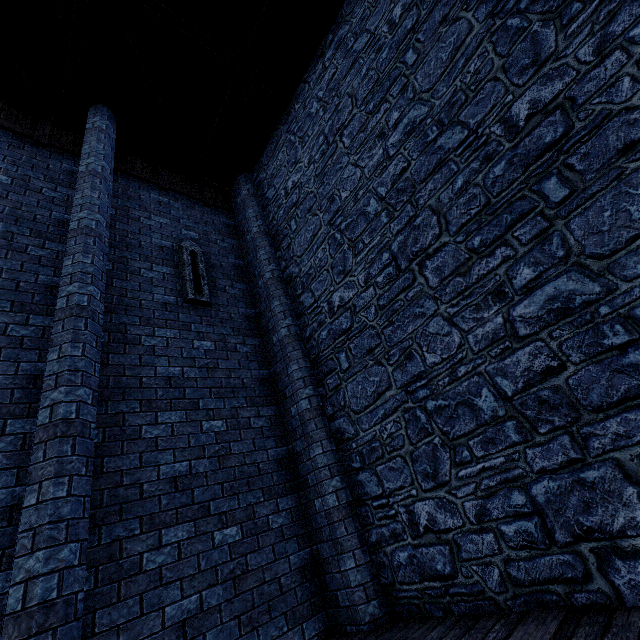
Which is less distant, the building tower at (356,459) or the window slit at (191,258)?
the building tower at (356,459)

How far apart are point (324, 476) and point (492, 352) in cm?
305

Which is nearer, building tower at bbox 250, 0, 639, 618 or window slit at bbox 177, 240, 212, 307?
building tower at bbox 250, 0, 639, 618

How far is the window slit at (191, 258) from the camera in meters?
6.2 m

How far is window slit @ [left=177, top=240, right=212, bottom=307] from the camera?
6.23m
